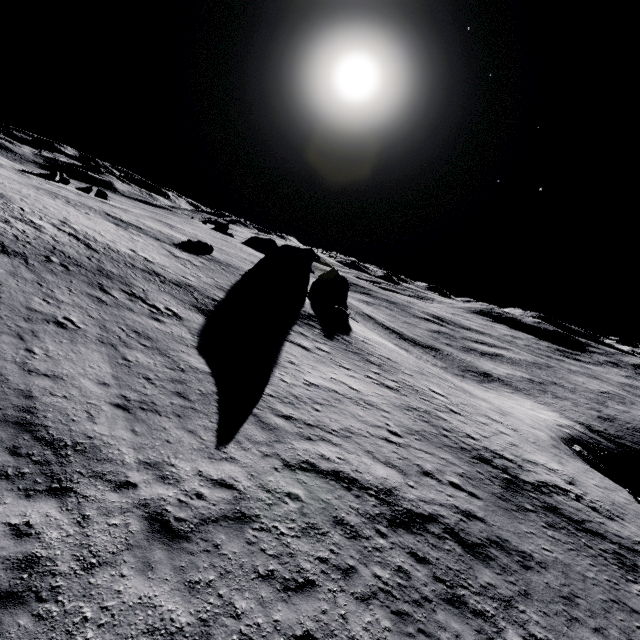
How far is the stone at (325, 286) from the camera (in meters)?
49.81

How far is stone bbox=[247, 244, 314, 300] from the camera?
38.1 meters

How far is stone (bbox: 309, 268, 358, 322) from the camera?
49.81m

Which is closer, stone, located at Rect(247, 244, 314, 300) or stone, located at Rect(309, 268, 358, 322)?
stone, located at Rect(247, 244, 314, 300)

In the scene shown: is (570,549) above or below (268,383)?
below

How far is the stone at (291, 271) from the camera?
38.1 meters
